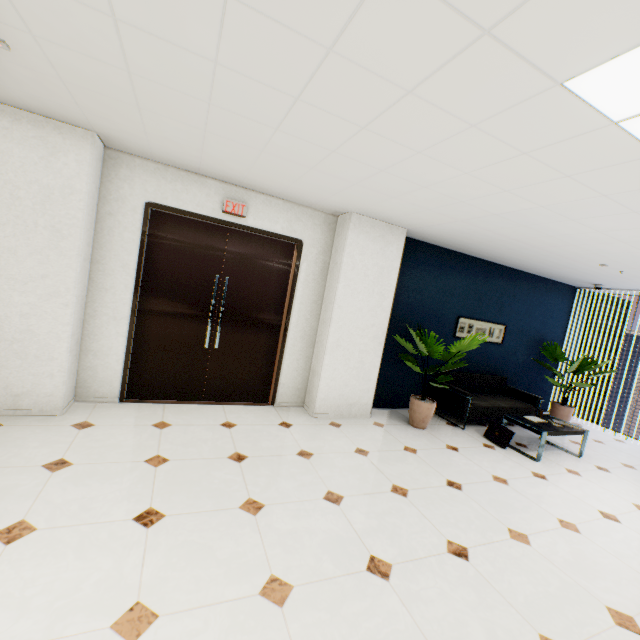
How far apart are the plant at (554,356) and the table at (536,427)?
2.2m

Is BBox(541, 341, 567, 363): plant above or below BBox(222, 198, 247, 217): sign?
below

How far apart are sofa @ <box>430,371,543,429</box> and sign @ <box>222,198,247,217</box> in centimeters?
435cm

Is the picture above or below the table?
above

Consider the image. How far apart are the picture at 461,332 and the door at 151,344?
3.28m

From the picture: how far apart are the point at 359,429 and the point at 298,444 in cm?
113

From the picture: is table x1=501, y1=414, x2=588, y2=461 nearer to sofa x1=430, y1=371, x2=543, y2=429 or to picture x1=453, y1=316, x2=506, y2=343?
sofa x1=430, y1=371, x2=543, y2=429

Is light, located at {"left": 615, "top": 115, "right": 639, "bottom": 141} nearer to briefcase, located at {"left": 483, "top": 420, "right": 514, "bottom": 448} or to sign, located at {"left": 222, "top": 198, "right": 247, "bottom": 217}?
sign, located at {"left": 222, "top": 198, "right": 247, "bottom": 217}
